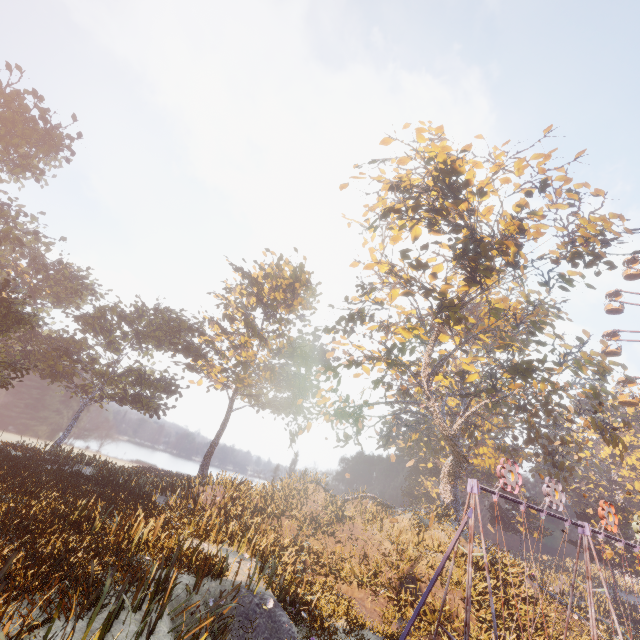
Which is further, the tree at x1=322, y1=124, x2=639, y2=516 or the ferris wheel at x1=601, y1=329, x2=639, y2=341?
the ferris wheel at x1=601, y1=329, x2=639, y2=341

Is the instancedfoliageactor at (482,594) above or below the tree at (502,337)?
below

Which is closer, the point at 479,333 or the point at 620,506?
the point at 479,333

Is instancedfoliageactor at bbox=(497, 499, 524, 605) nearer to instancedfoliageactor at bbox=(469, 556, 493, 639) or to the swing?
the swing

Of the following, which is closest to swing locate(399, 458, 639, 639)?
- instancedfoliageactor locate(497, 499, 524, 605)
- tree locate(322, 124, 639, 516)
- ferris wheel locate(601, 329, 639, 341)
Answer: tree locate(322, 124, 639, 516)

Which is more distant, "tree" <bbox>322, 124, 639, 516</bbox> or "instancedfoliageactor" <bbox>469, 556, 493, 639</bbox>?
"tree" <bbox>322, 124, 639, 516</bbox>

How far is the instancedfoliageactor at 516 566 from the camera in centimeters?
1770cm

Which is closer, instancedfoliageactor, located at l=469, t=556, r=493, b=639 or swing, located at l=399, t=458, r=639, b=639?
swing, located at l=399, t=458, r=639, b=639
